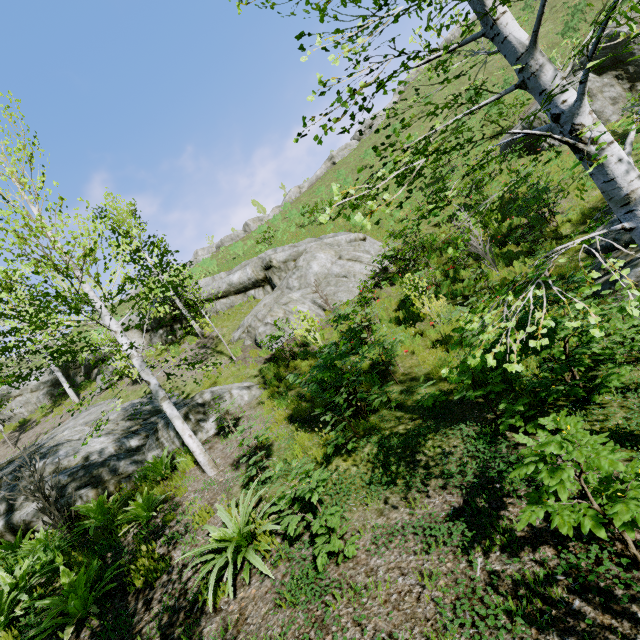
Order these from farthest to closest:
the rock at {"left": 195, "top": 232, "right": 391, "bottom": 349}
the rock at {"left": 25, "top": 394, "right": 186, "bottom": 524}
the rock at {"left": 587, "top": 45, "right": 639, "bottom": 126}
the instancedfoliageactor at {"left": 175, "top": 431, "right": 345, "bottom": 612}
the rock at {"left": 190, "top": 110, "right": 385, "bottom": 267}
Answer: the rock at {"left": 190, "top": 110, "right": 385, "bottom": 267}, the rock at {"left": 587, "top": 45, "right": 639, "bottom": 126}, the rock at {"left": 195, "top": 232, "right": 391, "bottom": 349}, the rock at {"left": 25, "top": 394, "right": 186, "bottom": 524}, the instancedfoliageactor at {"left": 175, "top": 431, "right": 345, "bottom": 612}

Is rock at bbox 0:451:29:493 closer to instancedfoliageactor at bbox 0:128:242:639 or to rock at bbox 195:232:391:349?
instancedfoliageactor at bbox 0:128:242:639

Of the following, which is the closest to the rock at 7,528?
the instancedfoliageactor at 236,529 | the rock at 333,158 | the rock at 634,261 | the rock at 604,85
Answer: the instancedfoliageactor at 236,529

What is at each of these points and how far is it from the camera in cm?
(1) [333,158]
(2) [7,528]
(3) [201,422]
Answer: (1) rock, 4512
(2) rock, 662
(3) rock, 872

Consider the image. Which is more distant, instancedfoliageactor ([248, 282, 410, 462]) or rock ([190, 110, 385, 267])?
rock ([190, 110, 385, 267])

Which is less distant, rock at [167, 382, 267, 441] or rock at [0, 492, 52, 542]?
rock at [0, 492, 52, 542]

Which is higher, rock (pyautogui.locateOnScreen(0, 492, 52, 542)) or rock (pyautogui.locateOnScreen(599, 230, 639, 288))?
rock (pyautogui.locateOnScreen(0, 492, 52, 542))

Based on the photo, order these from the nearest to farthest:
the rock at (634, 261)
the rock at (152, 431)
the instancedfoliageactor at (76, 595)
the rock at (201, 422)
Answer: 1. the instancedfoliageactor at (76, 595)
2. the rock at (634, 261)
3. the rock at (152, 431)
4. the rock at (201, 422)
